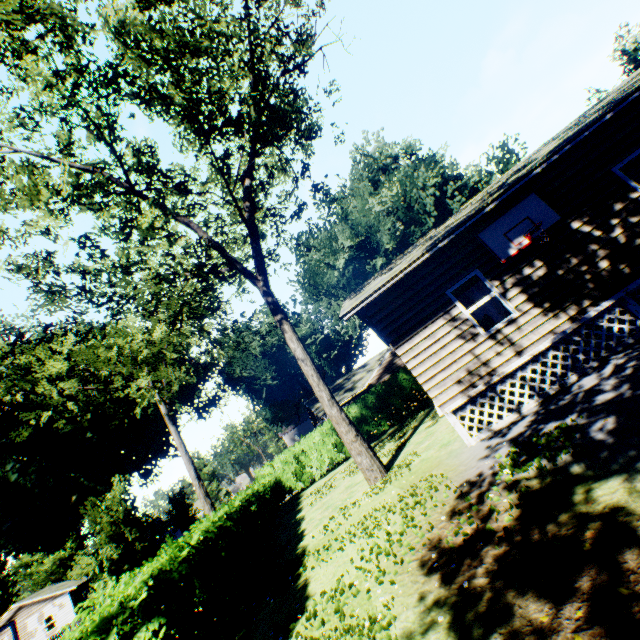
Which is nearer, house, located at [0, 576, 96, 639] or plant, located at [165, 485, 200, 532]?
house, located at [0, 576, 96, 639]

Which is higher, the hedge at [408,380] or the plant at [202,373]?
the plant at [202,373]

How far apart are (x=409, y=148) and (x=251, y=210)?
31.2 meters

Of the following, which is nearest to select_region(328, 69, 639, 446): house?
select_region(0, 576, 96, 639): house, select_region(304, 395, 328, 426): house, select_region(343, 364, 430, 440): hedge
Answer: select_region(343, 364, 430, 440): hedge

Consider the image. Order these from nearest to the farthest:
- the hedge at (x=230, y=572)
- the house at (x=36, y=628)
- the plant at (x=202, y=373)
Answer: the hedge at (x=230, y=572) < the plant at (x=202, y=373) < the house at (x=36, y=628)

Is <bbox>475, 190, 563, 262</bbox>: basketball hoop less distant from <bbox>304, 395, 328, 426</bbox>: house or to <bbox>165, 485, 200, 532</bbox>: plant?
<bbox>165, 485, 200, 532</bbox>: plant

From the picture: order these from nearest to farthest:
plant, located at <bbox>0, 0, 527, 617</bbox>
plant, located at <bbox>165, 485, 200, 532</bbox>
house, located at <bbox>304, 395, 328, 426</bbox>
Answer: plant, located at <bbox>0, 0, 527, 617</bbox> < house, located at <bbox>304, 395, 328, 426</bbox> < plant, located at <bbox>165, 485, 200, 532</bbox>

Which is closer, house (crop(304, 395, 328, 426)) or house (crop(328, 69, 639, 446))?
house (crop(328, 69, 639, 446))
